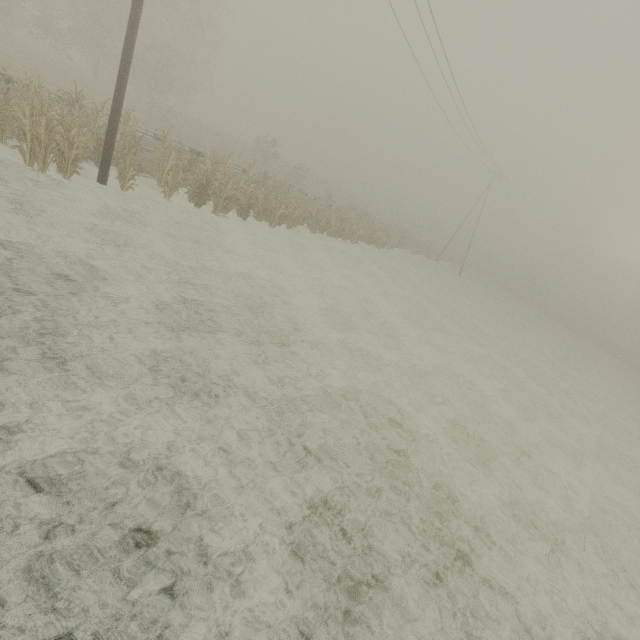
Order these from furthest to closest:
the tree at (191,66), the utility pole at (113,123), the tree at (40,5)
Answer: the tree at (40,5) < the tree at (191,66) < the utility pole at (113,123)

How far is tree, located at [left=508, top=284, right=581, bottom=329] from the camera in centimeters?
5147cm

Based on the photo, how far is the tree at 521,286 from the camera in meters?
51.5

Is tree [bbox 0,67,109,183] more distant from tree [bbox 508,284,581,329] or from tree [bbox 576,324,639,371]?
tree [bbox 576,324,639,371]

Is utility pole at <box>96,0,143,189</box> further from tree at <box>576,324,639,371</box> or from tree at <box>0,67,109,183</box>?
tree at <box>576,324,639,371</box>

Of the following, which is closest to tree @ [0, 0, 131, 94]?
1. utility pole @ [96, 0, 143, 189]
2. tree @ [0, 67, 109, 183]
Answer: tree @ [0, 67, 109, 183]

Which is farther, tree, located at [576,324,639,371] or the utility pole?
tree, located at [576,324,639,371]

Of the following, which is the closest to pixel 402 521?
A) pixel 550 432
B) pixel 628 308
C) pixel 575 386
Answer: pixel 550 432
